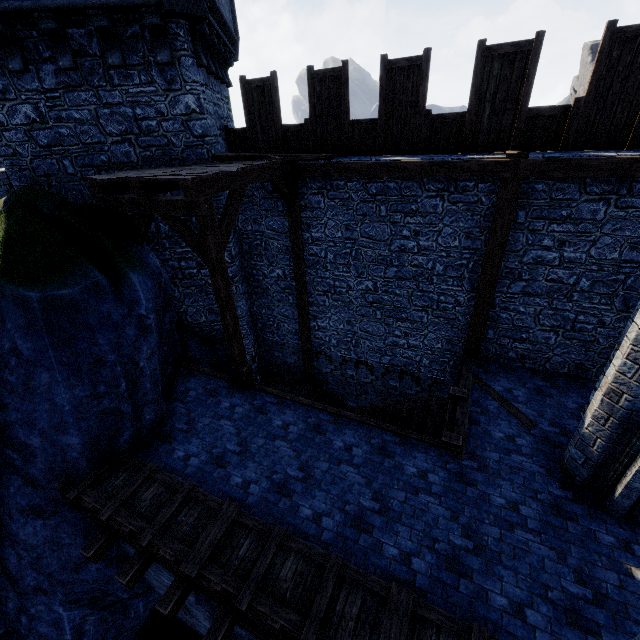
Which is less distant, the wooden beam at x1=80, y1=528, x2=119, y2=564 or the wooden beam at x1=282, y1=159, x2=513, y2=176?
the wooden beam at x1=80, y1=528, x2=119, y2=564

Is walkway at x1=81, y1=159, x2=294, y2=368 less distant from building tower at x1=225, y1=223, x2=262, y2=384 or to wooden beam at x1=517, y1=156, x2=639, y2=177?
building tower at x1=225, y1=223, x2=262, y2=384

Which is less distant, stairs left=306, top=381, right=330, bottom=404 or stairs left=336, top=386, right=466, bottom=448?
stairs left=336, top=386, right=466, bottom=448

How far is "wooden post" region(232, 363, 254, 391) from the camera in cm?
796

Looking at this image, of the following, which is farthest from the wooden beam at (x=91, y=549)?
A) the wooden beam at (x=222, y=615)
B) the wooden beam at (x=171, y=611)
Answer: the wooden beam at (x=222, y=615)

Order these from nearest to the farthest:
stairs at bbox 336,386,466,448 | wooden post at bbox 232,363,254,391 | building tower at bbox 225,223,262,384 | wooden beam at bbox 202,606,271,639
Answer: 1. wooden beam at bbox 202,606,271,639
2. stairs at bbox 336,386,466,448
3. wooden post at bbox 232,363,254,391
4. building tower at bbox 225,223,262,384

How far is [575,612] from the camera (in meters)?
4.27

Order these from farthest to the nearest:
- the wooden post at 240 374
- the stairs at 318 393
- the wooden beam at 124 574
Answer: the stairs at 318 393
the wooden post at 240 374
the wooden beam at 124 574
